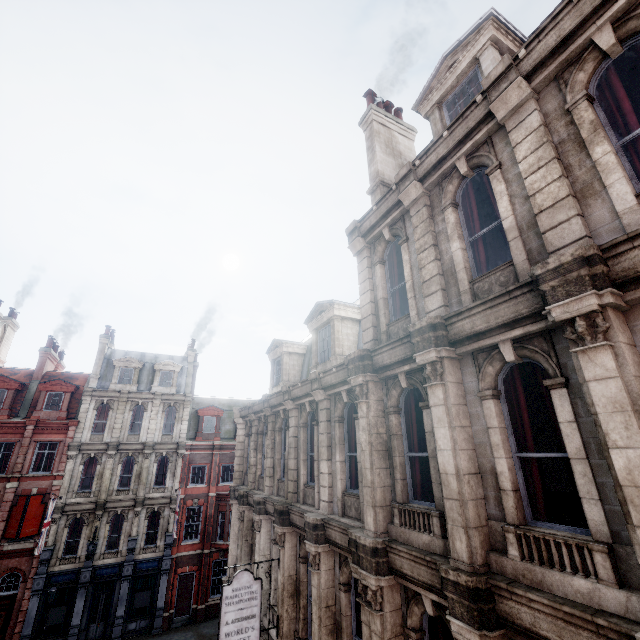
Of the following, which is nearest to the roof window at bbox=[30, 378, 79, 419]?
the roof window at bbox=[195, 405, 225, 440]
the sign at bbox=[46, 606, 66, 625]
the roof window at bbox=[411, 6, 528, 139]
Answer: the roof window at bbox=[195, 405, 225, 440]

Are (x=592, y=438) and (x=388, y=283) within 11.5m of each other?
yes

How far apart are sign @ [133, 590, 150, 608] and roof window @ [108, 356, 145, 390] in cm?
1452

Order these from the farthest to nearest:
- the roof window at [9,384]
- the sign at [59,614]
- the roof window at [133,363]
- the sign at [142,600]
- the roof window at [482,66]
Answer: the roof window at [133,363], the roof window at [9,384], the sign at [142,600], the sign at [59,614], the roof window at [482,66]

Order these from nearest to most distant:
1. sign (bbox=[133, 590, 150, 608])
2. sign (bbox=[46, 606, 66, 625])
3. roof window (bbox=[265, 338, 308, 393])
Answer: roof window (bbox=[265, 338, 308, 393])
sign (bbox=[46, 606, 66, 625])
sign (bbox=[133, 590, 150, 608])

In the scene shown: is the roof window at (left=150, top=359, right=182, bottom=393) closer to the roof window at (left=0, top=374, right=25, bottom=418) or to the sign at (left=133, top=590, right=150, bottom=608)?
the roof window at (left=0, top=374, right=25, bottom=418)

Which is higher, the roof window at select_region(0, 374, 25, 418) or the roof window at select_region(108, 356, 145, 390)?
the roof window at select_region(108, 356, 145, 390)

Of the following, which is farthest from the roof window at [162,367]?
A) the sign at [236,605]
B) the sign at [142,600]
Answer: the sign at [236,605]
